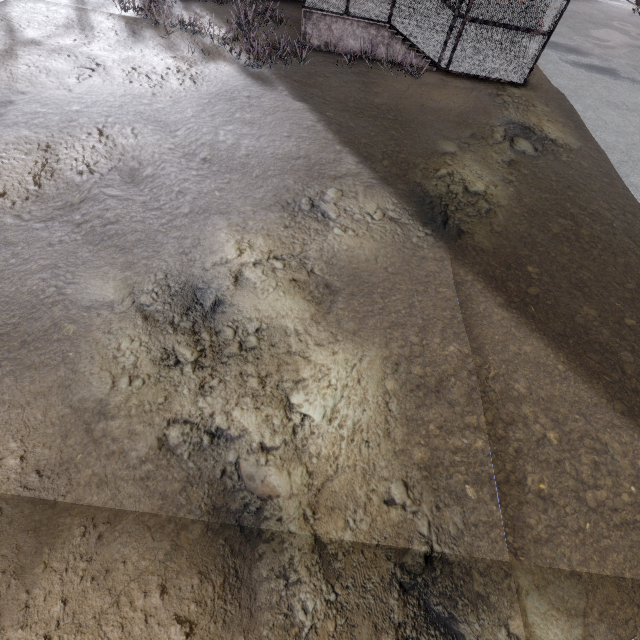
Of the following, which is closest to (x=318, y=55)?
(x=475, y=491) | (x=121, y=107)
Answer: (x=121, y=107)
